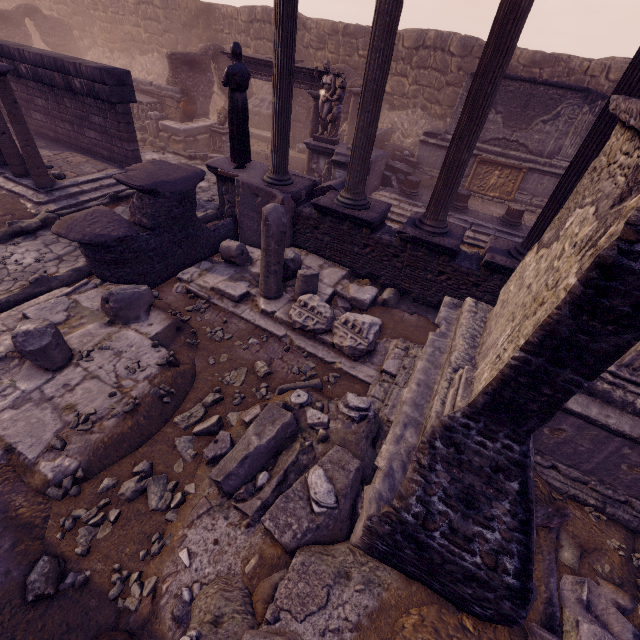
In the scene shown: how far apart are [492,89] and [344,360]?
4.81m

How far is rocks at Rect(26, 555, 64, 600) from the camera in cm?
272

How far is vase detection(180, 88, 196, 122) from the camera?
13.8 meters

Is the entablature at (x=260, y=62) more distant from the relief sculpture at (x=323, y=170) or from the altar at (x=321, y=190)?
the altar at (x=321, y=190)

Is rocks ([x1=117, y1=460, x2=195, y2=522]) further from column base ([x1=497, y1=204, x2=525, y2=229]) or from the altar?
column base ([x1=497, y1=204, x2=525, y2=229])

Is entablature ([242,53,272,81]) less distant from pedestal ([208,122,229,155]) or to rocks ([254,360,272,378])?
pedestal ([208,122,229,155])

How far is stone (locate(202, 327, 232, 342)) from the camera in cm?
556

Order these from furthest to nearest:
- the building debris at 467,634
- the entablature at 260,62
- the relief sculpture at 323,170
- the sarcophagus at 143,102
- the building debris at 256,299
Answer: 1. the sarcophagus at 143,102
2. the entablature at 260,62
3. the relief sculpture at 323,170
4. the building debris at 256,299
5. the building debris at 467,634
